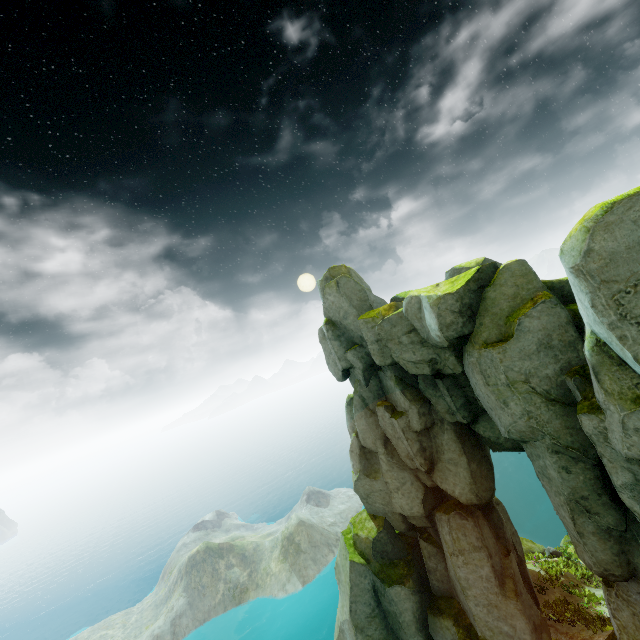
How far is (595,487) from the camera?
8.3 meters
